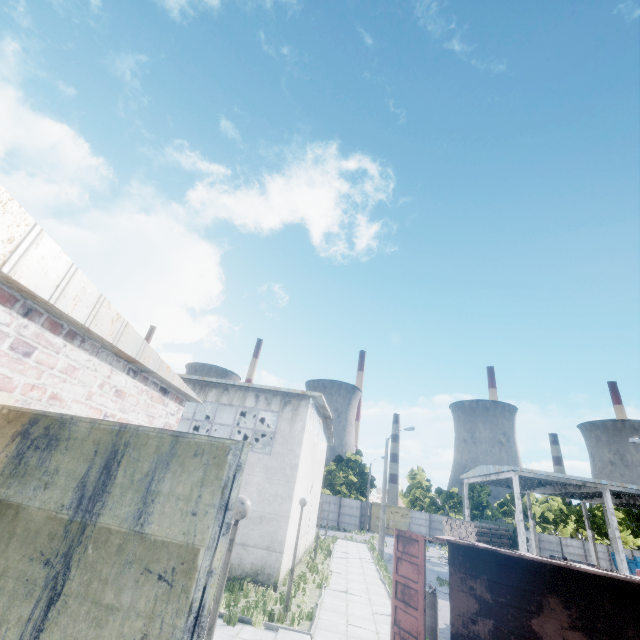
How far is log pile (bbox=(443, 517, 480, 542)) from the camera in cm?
2661

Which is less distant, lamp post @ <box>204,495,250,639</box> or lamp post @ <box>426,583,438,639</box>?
lamp post @ <box>204,495,250,639</box>

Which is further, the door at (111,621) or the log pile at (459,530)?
the log pile at (459,530)

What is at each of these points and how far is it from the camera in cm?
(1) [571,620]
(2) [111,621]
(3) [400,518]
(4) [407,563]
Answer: (1) truck dump body, 803
(2) door, 217
(3) door, 4862
(4) truck dump back, 934

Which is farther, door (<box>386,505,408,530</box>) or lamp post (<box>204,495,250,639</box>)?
door (<box>386,505,408,530</box>)

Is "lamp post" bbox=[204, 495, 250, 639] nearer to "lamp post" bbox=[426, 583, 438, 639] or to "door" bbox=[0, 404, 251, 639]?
"door" bbox=[0, 404, 251, 639]

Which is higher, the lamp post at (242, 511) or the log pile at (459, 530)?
the lamp post at (242, 511)

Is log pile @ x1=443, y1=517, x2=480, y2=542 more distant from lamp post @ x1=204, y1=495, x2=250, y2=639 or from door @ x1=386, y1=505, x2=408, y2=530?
lamp post @ x1=204, y1=495, x2=250, y2=639
